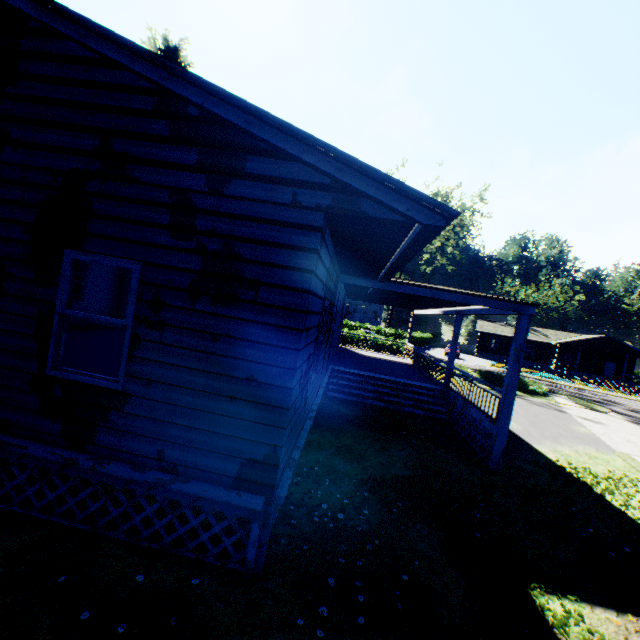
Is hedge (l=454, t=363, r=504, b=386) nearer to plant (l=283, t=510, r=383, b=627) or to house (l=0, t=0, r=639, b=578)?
house (l=0, t=0, r=639, b=578)

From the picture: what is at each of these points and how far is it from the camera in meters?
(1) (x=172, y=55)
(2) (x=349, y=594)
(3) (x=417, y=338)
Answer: (1) plant, 29.5
(2) plant, 3.8
(3) hedge, 48.8

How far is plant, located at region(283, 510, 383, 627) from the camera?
3.65m

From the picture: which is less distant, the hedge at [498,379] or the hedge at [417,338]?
the hedge at [498,379]

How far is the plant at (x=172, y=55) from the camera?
27.48m

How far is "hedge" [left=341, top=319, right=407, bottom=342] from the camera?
29.12m

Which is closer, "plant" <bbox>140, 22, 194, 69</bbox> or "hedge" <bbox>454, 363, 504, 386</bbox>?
"hedge" <bbox>454, 363, 504, 386</bbox>

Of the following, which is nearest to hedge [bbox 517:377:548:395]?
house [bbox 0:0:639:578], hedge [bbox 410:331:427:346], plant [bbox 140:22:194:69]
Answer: house [bbox 0:0:639:578]
